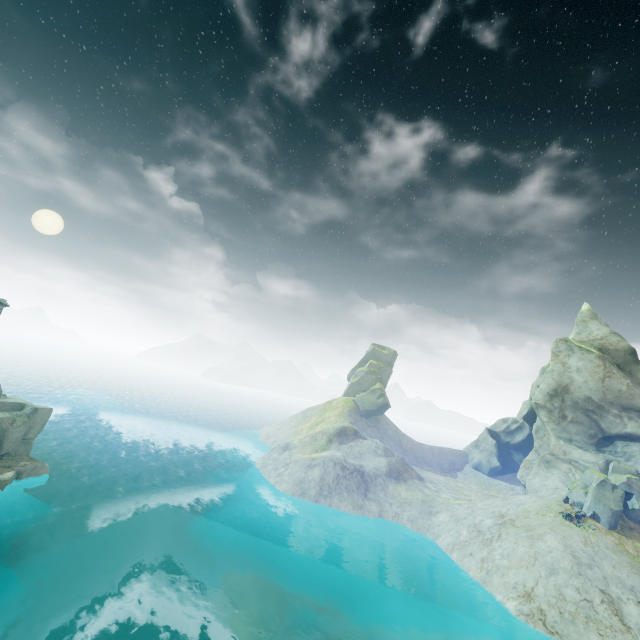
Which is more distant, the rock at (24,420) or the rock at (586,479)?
the rock at (586,479)

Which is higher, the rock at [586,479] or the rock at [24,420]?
the rock at [586,479]

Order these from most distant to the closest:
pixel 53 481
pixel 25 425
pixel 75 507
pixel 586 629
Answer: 1. pixel 53 481
2. pixel 75 507
3. pixel 25 425
4. pixel 586 629

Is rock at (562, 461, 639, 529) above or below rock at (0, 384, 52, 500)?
above

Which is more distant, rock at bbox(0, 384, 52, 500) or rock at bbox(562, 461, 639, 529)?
rock at bbox(562, 461, 639, 529)
